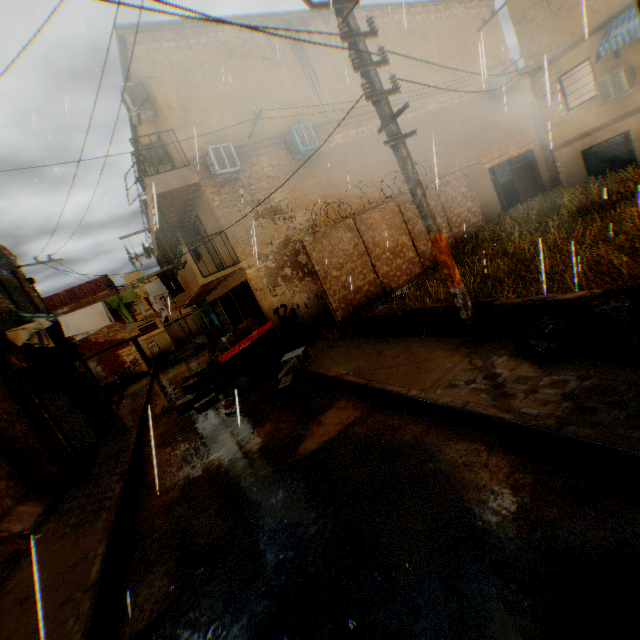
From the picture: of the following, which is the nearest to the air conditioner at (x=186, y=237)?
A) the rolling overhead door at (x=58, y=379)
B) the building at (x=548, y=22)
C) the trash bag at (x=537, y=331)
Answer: the building at (x=548, y=22)

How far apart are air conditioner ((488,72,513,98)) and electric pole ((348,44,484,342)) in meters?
16.1 m

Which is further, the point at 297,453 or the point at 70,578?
the point at 297,453

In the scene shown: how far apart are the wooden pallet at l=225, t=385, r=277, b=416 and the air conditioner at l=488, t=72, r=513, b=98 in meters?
18.8

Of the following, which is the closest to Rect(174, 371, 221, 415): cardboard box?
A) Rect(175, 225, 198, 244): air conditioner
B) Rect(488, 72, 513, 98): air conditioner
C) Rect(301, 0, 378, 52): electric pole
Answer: Rect(301, 0, 378, 52): electric pole

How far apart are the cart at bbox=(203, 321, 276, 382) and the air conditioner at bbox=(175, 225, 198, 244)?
4.9 meters

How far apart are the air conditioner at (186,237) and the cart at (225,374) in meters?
4.9

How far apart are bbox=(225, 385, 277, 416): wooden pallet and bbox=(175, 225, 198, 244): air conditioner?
7.5m
